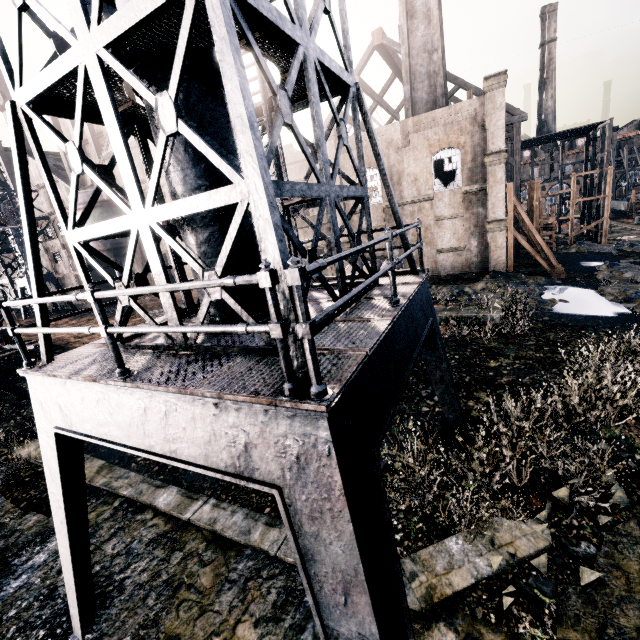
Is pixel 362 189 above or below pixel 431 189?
below

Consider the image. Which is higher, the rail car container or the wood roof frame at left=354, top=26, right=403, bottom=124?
the wood roof frame at left=354, top=26, right=403, bottom=124

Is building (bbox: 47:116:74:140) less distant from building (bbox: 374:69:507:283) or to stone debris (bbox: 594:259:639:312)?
stone debris (bbox: 594:259:639:312)

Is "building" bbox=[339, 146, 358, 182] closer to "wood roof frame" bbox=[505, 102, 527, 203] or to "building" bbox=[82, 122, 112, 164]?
"building" bbox=[82, 122, 112, 164]

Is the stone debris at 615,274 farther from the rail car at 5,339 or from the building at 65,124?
the rail car at 5,339

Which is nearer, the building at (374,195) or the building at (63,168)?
the building at (374,195)

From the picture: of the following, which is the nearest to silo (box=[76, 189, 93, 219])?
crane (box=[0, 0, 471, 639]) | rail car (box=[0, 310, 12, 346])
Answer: rail car (box=[0, 310, 12, 346])

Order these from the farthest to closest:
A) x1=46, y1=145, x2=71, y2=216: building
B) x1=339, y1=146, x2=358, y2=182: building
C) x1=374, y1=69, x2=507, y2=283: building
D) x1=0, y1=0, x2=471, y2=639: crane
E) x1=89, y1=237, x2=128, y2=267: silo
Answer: x1=46, y1=145, x2=71, y2=216: building < x1=89, y1=237, x2=128, y2=267: silo < x1=339, y1=146, x2=358, y2=182: building < x1=374, y1=69, x2=507, y2=283: building < x1=0, y1=0, x2=471, y2=639: crane
